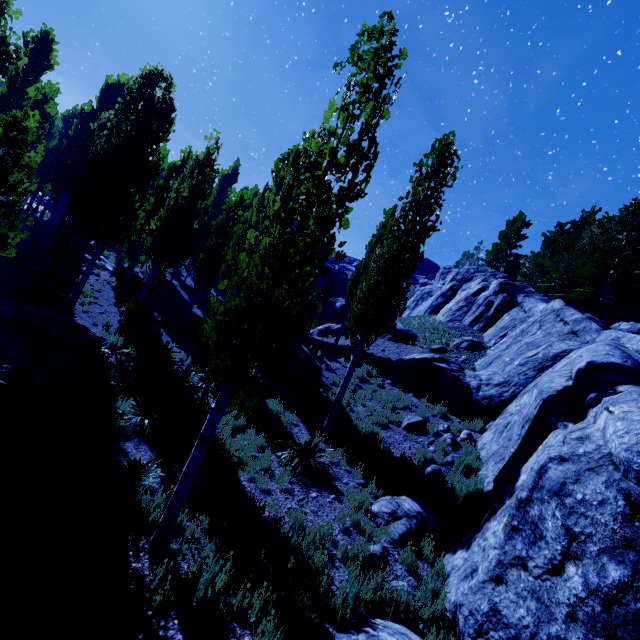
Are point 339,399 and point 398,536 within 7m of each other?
yes

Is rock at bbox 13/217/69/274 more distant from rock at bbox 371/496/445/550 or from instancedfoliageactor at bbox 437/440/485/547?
rock at bbox 371/496/445/550

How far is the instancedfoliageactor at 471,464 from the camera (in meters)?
7.69

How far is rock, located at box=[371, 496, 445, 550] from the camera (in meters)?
6.91

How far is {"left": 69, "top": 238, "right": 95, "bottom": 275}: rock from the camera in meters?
18.5 m

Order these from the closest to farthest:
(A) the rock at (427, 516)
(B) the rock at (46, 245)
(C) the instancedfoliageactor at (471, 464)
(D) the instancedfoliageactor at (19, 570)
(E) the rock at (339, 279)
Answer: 1. (D) the instancedfoliageactor at (19, 570)
2. (A) the rock at (427, 516)
3. (C) the instancedfoliageactor at (471, 464)
4. (B) the rock at (46, 245)
5. (E) the rock at (339, 279)
